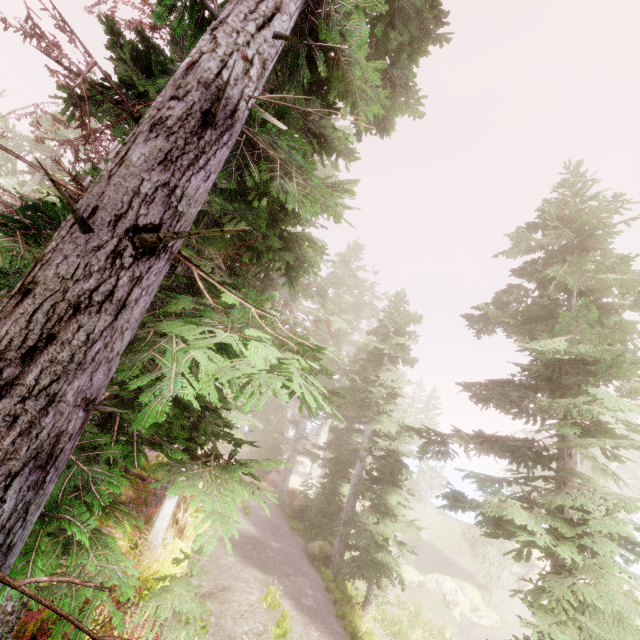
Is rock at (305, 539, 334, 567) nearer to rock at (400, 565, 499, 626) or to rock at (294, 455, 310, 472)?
rock at (400, 565, 499, 626)

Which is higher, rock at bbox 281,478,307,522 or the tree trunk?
the tree trunk

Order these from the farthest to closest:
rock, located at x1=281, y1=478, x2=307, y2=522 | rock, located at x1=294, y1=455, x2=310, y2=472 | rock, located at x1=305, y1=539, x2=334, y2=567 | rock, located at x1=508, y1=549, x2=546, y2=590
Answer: rock, located at x1=294, y1=455, x2=310, y2=472, rock, located at x1=508, y1=549, x2=546, y2=590, rock, located at x1=281, y1=478, x2=307, y2=522, rock, located at x1=305, y1=539, x2=334, y2=567

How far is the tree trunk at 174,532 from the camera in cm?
958

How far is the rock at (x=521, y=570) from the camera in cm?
3334

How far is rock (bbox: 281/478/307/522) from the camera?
21.3m

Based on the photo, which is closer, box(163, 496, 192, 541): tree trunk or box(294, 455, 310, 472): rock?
box(163, 496, 192, 541): tree trunk

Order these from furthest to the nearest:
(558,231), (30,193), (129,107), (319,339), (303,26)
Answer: (319,339)
(30,193)
(558,231)
(303,26)
(129,107)
